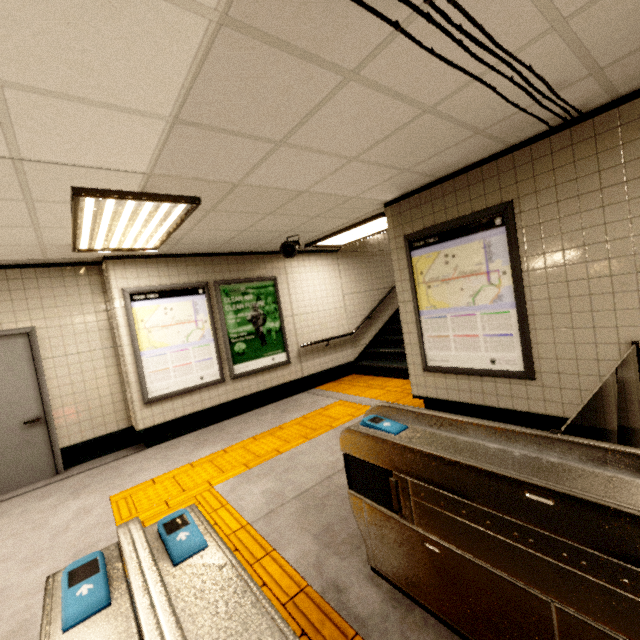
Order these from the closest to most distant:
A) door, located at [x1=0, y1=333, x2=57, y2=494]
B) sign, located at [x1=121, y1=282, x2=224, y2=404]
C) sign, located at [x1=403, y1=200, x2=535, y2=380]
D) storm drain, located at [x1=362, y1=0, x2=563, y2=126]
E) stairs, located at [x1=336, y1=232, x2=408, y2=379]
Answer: storm drain, located at [x1=362, y1=0, x2=563, y2=126] → sign, located at [x1=403, y1=200, x2=535, y2=380] → door, located at [x1=0, y1=333, x2=57, y2=494] → sign, located at [x1=121, y1=282, x2=224, y2=404] → stairs, located at [x1=336, y1=232, x2=408, y2=379]

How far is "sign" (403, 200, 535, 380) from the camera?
3.2 meters

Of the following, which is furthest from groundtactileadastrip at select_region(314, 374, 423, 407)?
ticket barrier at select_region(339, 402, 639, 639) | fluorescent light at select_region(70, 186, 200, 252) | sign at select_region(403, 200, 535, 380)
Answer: fluorescent light at select_region(70, 186, 200, 252)

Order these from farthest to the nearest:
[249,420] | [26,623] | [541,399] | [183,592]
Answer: [249,420], [541,399], [26,623], [183,592]

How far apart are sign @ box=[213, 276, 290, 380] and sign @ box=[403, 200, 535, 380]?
3.0 meters

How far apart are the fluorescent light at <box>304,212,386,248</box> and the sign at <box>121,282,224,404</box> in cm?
197

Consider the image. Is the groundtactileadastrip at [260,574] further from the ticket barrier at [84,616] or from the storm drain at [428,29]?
the storm drain at [428,29]

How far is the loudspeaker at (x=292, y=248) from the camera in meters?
5.1
